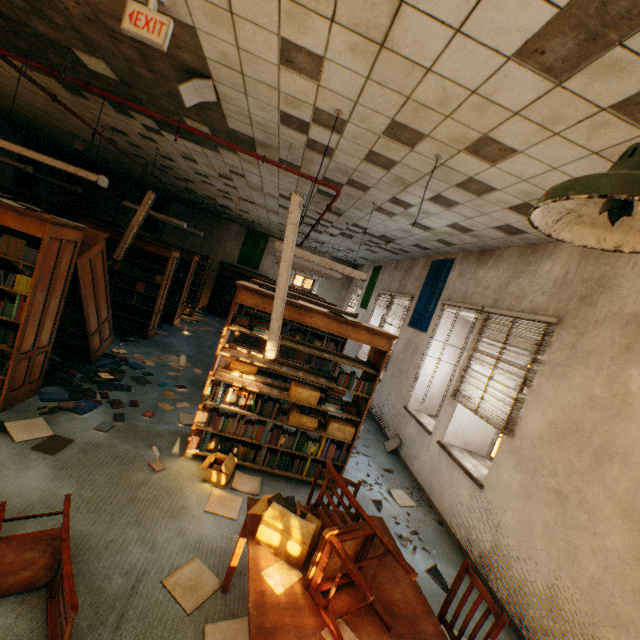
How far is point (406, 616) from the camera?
1.93m

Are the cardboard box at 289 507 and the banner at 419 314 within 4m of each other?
no

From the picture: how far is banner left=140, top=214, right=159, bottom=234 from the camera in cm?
1291

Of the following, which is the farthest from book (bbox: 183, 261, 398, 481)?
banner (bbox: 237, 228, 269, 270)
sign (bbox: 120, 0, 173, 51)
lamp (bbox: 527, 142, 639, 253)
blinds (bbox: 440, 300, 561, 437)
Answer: banner (bbox: 237, 228, 269, 270)

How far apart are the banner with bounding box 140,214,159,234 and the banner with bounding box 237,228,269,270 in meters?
3.3

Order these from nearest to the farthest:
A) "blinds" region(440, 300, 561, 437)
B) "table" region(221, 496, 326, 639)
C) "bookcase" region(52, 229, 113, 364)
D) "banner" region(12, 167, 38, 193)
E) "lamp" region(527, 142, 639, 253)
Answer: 1. "lamp" region(527, 142, 639, 253)
2. "table" region(221, 496, 326, 639)
3. "blinds" region(440, 300, 561, 437)
4. "bookcase" region(52, 229, 113, 364)
5. "banner" region(12, 167, 38, 193)

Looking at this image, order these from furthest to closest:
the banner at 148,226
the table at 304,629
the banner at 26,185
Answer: the banner at 148,226 < the banner at 26,185 < the table at 304,629

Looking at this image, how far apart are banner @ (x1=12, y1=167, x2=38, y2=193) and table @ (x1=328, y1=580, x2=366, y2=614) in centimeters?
1297cm
